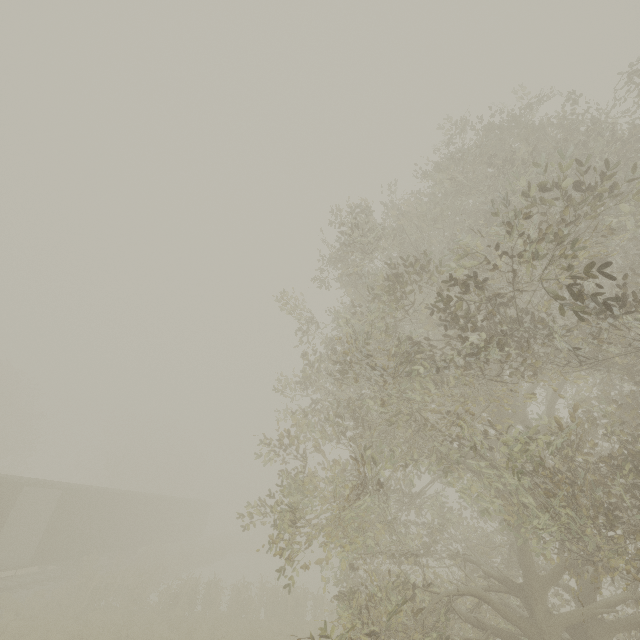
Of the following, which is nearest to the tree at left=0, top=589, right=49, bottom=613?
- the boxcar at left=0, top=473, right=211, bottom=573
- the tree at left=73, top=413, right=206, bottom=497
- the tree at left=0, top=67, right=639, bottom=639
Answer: the boxcar at left=0, top=473, right=211, bottom=573

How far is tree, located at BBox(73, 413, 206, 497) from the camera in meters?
42.0 m

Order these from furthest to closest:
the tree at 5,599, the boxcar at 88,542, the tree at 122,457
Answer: the tree at 122,457, the boxcar at 88,542, the tree at 5,599

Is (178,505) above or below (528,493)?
below

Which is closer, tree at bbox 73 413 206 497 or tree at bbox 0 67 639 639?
tree at bbox 0 67 639 639

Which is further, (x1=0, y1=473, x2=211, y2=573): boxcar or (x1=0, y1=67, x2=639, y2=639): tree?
(x1=0, y1=473, x2=211, y2=573): boxcar

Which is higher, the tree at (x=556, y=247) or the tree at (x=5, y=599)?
the tree at (x=556, y=247)

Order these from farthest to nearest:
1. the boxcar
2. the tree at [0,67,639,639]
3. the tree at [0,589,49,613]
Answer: the boxcar → the tree at [0,589,49,613] → the tree at [0,67,639,639]
